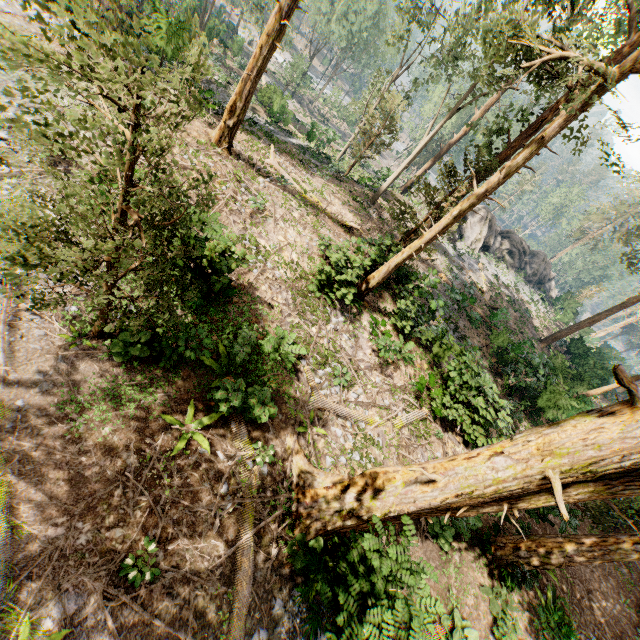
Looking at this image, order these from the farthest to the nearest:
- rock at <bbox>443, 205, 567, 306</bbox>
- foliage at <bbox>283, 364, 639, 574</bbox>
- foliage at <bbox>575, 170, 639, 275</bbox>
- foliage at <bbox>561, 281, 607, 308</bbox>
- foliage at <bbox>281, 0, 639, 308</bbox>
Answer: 1. foliage at <bbox>561, 281, 607, 308</bbox>
2. rock at <bbox>443, 205, 567, 306</bbox>
3. foliage at <bbox>575, 170, 639, 275</bbox>
4. foliage at <bbox>281, 0, 639, 308</bbox>
5. foliage at <bbox>283, 364, 639, 574</bbox>

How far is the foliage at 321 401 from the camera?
10.7m

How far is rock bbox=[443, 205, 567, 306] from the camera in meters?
35.0

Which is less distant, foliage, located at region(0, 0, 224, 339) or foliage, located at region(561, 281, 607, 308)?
foliage, located at region(0, 0, 224, 339)

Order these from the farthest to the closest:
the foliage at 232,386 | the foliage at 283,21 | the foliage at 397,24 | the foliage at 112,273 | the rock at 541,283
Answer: the rock at 541,283, the foliage at 283,21, the foliage at 397,24, the foliage at 232,386, the foliage at 112,273

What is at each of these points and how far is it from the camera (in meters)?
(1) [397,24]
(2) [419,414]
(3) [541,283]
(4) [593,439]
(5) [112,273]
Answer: (1) foliage, 23.05
(2) foliage, 13.69
(3) rock, 47.16
(4) foliage, 4.18
(5) foliage, 4.84

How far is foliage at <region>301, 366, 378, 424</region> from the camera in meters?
10.7
